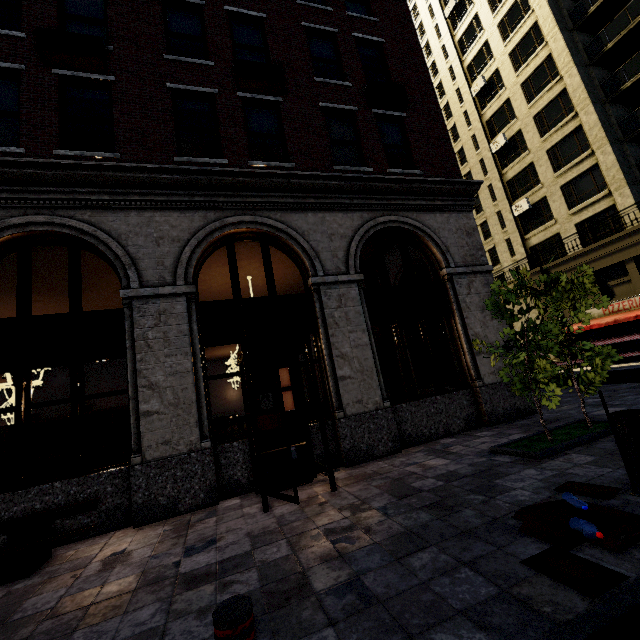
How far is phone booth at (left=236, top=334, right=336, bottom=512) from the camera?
5.1m

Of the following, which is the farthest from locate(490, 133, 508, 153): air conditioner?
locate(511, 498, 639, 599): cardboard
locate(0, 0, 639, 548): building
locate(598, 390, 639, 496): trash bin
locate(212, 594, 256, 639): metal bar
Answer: locate(212, 594, 256, 639): metal bar

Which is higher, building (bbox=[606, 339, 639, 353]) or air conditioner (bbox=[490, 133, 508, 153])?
air conditioner (bbox=[490, 133, 508, 153])

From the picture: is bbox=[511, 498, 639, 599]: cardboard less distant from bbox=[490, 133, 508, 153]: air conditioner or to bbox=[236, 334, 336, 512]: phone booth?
bbox=[236, 334, 336, 512]: phone booth

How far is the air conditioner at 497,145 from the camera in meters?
26.2 m

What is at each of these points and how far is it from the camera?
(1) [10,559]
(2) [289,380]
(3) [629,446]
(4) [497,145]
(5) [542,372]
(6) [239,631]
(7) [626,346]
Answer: (1) bench, 4.3m
(2) phone booth, 6.8m
(3) trash bin, 3.3m
(4) air conditioner, 26.8m
(5) tree, 5.5m
(6) metal bar, 1.8m
(7) building, 18.2m

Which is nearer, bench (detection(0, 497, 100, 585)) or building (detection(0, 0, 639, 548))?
bench (detection(0, 497, 100, 585))

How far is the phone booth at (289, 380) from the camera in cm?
509
